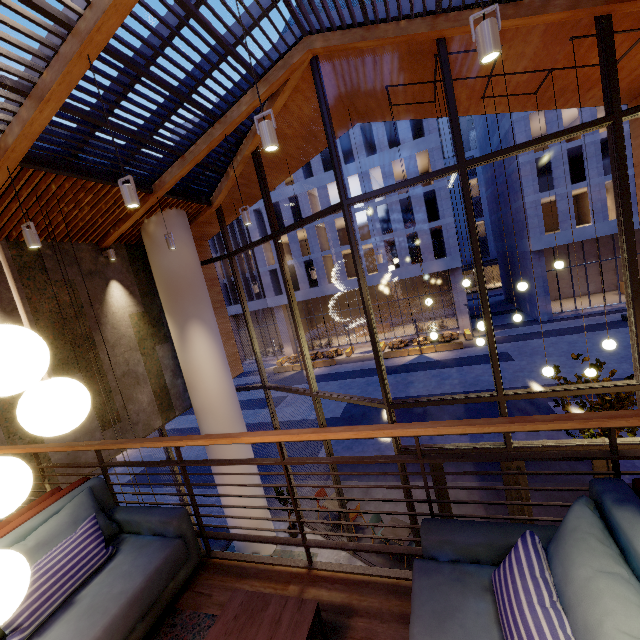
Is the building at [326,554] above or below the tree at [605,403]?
below

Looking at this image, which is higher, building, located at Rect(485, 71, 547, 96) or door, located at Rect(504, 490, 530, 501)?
building, located at Rect(485, 71, 547, 96)

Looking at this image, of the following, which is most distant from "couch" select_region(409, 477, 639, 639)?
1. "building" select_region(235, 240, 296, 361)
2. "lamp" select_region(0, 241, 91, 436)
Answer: "building" select_region(235, 240, 296, 361)

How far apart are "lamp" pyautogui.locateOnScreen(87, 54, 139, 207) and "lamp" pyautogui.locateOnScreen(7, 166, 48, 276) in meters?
1.8 m

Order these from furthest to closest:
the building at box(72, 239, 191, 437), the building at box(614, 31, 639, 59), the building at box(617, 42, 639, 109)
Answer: the building at box(72, 239, 191, 437) → the building at box(617, 42, 639, 109) → the building at box(614, 31, 639, 59)

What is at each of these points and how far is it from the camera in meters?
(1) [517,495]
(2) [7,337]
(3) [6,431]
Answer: (1) door, 5.9 m
(2) lamp, 0.8 m
(3) building, 5.6 m

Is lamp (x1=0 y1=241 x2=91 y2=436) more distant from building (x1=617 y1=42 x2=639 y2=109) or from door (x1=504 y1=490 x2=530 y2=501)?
door (x1=504 y1=490 x2=530 y2=501)

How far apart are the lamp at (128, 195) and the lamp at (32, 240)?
1.8 meters
